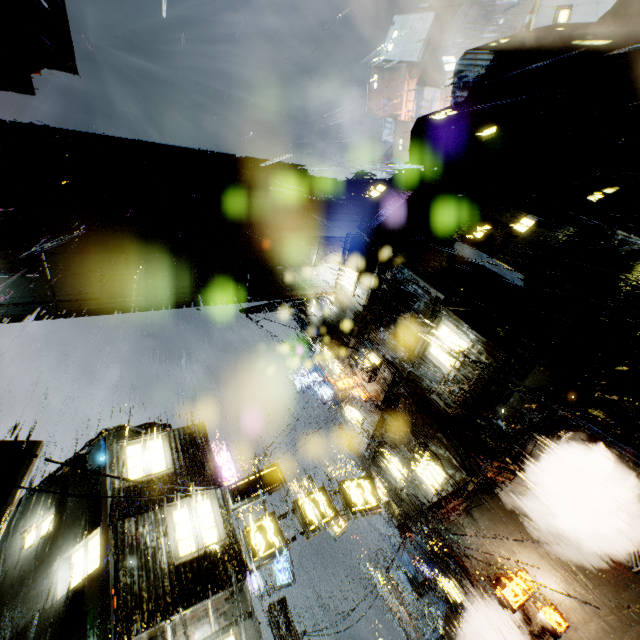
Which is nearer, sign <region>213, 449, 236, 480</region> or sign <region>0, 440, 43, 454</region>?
sign <region>0, 440, 43, 454</region>

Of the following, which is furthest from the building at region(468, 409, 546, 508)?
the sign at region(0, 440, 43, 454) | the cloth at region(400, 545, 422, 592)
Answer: the sign at region(0, 440, 43, 454)

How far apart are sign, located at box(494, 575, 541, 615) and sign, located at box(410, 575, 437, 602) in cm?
683

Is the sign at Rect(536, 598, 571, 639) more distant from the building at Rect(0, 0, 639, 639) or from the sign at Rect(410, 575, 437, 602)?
the sign at Rect(410, 575, 437, 602)

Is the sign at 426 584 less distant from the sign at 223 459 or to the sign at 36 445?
the sign at 223 459

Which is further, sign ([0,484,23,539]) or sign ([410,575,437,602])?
sign ([410,575,437,602])

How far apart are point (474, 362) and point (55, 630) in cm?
1673

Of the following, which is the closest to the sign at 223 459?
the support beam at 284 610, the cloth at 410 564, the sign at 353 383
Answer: the support beam at 284 610
